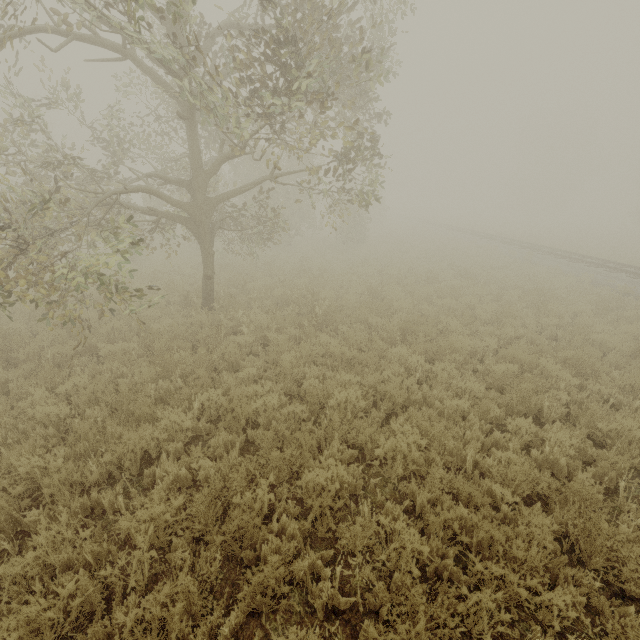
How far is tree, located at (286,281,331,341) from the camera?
8.8m

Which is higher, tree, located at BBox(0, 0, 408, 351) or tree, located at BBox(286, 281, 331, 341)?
tree, located at BBox(0, 0, 408, 351)

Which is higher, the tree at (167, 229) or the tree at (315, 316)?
the tree at (167, 229)

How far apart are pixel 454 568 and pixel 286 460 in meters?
2.3 m

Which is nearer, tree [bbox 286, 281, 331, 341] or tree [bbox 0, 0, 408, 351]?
tree [bbox 0, 0, 408, 351]

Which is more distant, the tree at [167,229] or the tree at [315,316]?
the tree at [315,316]
